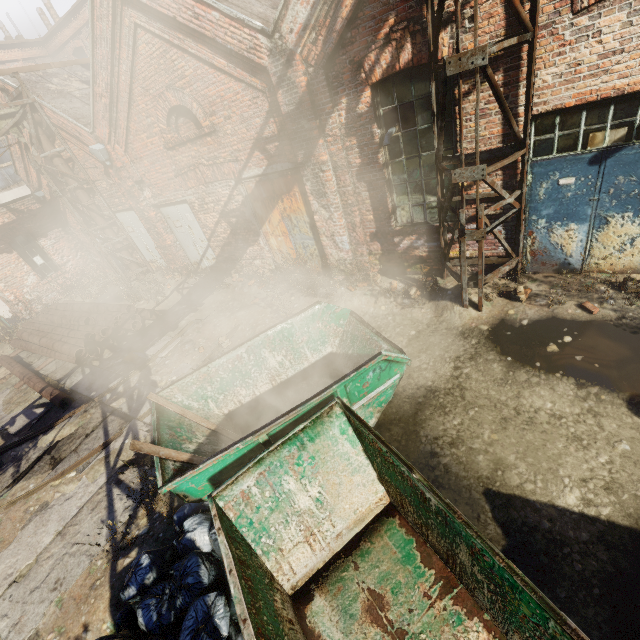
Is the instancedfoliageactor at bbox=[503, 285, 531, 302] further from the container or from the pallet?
the pallet

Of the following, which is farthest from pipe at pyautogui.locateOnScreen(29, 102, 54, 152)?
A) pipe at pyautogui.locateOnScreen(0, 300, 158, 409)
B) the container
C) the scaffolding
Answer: pipe at pyautogui.locateOnScreen(0, 300, 158, 409)

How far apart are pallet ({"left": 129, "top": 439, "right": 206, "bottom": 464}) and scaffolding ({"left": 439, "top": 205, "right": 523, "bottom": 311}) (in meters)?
4.70

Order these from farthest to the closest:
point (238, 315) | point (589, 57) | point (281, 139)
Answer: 1. point (238, 315)
2. point (281, 139)
3. point (589, 57)

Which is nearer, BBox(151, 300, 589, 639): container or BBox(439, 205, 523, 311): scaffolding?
BBox(151, 300, 589, 639): container

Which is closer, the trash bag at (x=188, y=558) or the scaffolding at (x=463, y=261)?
the trash bag at (x=188, y=558)

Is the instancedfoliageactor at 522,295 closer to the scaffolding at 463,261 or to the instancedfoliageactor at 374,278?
the scaffolding at 463,261

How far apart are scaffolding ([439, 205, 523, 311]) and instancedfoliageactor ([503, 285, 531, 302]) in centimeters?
22cm
